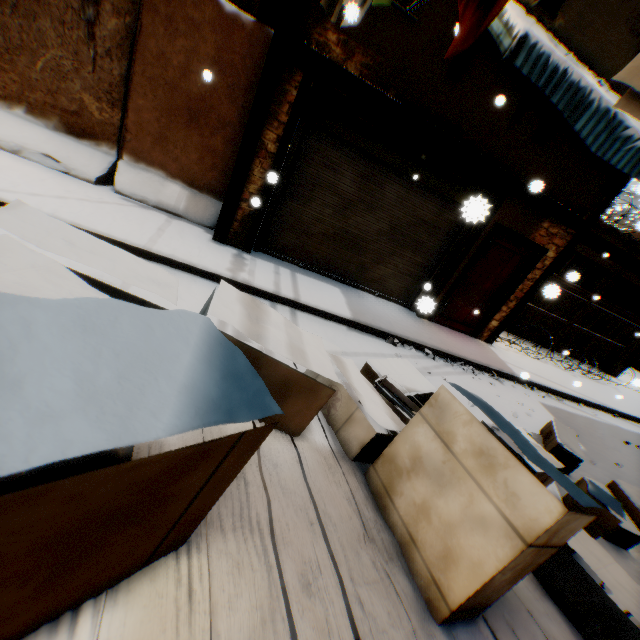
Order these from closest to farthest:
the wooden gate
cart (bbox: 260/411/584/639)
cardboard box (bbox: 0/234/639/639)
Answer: cardboard box (bbox: 0/234/639/639) → cart (bbox: 260/411/584/639) → the wooden gate

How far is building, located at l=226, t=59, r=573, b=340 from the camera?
5.0 meters

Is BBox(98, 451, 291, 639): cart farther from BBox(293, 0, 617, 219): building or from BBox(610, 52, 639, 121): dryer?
BBox(610, 52, 639, 121): dryer

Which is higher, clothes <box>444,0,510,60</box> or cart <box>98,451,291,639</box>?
clothes <box>444,0,510,60</box>

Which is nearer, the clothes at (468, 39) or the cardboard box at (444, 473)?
the cardboard box at (444, 473)

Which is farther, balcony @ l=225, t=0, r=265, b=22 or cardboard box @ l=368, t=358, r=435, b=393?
balcony @ l=225, t=0, r=265, b=22

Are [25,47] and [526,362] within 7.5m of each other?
no

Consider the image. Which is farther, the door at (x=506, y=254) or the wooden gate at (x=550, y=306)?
the wooden gate at (x=550, y=306)
